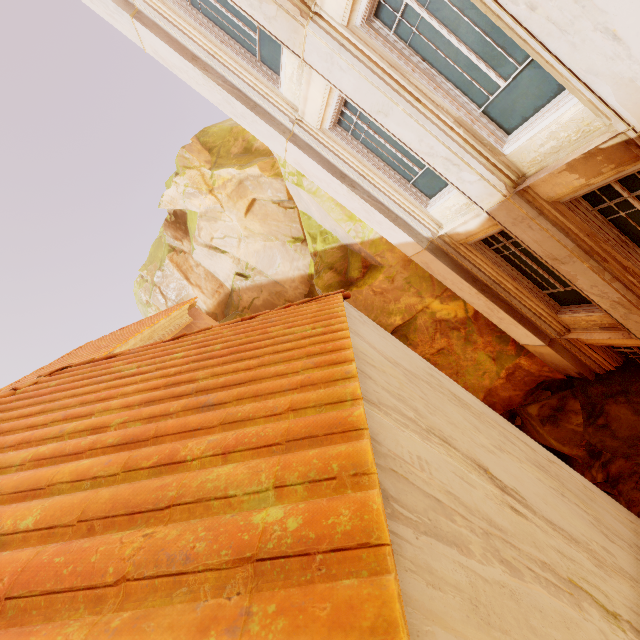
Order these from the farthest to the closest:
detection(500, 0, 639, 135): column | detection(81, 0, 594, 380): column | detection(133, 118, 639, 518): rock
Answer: detection(133, 118, 639, 518): rock < detection(81, 0, 594, 380): column < detection(500, 0, 639, 135): column

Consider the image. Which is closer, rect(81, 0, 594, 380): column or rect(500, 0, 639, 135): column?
rect(500, 0, 639, 135): column

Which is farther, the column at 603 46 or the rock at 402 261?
the rock at 402 261

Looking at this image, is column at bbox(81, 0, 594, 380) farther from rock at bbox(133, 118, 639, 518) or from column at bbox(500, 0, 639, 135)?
column at bbox(500, 0, 639, 135)

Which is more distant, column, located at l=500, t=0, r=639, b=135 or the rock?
the rock

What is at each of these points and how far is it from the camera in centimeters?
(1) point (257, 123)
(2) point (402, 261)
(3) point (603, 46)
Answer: (1) column, 705cm
(2) rock, 993cm
(3) column, 275cm

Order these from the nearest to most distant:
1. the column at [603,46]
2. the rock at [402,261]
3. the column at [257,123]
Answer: the column at [603,46], the column at [257,123], the rock at [402,261]
